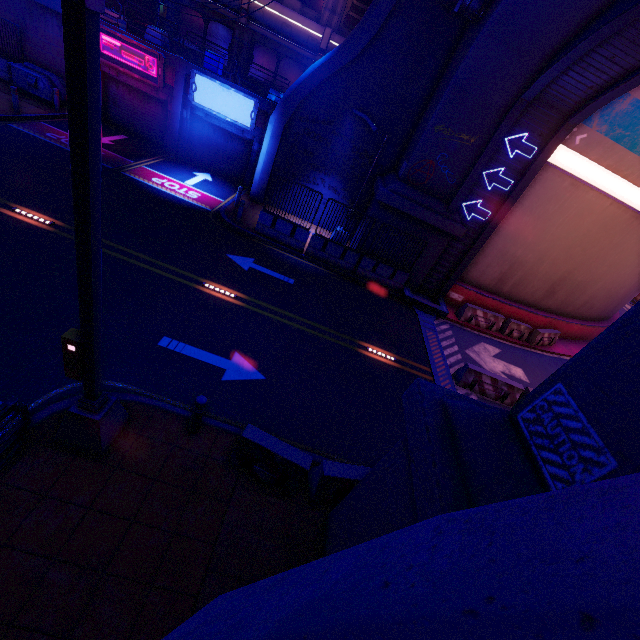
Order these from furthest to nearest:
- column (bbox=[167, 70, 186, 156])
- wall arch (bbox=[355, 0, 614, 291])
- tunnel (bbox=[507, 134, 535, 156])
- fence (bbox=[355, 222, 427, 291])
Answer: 1. column (bbox=[167, 70, 186, 156])
2. fence (bbox=[355, 222, 427, 291])
3. tunnel (bbox=[507, 134, 535, 156])
4. wall arch (bbox=[355, 0, 614, 291])

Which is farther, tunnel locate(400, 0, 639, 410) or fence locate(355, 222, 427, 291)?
fence locate(355, 222, 427, 291)

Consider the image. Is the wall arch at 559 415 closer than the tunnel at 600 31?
Yes

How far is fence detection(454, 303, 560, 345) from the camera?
16.55m

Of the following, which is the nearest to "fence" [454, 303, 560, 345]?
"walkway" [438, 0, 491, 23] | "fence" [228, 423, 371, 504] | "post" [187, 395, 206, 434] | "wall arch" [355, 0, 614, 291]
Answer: "wall arch" [355, 0, 614, 291]

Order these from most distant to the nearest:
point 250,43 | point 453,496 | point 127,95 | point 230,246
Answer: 1. point 250,43
2. point 127,95
3. point 230,246
4. point 453,496

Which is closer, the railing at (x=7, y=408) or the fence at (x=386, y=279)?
the railing at (x=7, y=408)

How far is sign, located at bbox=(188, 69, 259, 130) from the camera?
16.8m
